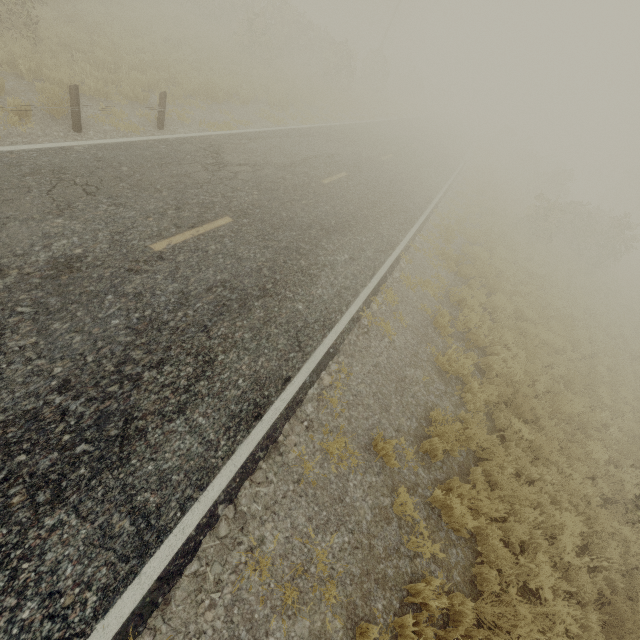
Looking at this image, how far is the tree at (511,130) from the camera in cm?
3712

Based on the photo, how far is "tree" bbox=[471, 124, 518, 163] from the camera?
37.1m

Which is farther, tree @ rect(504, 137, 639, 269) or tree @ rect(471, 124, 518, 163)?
tree @ rect(471, 124, 518, 163)

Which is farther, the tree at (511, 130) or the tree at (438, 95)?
the tree at (511, 130)

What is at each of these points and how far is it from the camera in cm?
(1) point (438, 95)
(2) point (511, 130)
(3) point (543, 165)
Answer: (1) tree, 5706
(2) tree, 5400
(3) tree, 5438
